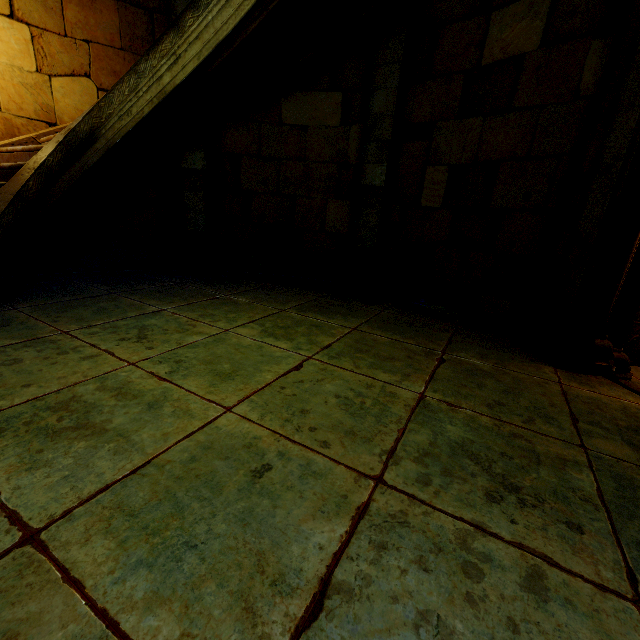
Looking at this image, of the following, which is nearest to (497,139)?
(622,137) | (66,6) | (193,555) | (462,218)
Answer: (462,218)
